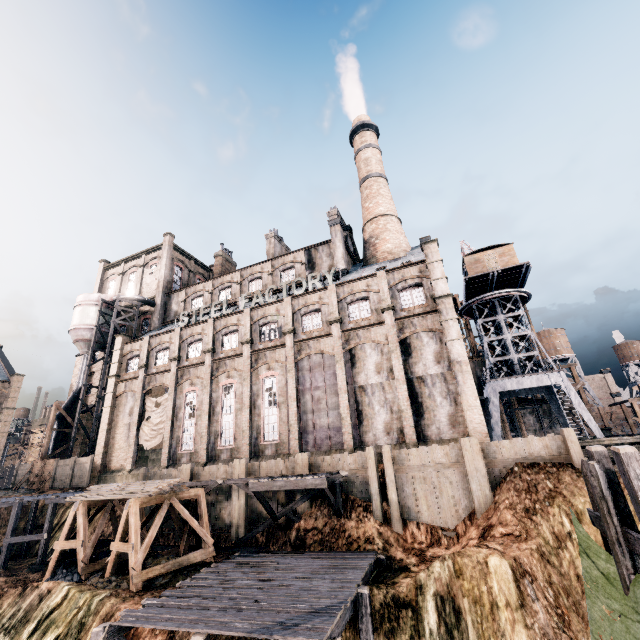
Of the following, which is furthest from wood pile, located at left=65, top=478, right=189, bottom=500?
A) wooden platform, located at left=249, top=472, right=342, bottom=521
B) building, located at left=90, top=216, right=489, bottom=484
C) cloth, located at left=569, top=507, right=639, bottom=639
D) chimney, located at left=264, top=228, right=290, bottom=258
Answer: chimney, located at left=264, top=228, right=290, bottom=258

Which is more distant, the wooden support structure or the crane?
the crane

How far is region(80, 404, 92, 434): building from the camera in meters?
40.5

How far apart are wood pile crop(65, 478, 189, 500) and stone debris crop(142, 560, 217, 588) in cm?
350

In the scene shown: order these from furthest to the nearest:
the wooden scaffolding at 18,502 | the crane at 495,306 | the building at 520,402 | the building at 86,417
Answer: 1. the building at 520,402
2. the building at 86,417
3. the crane at 495,306
4. the wooden scaffolding at 18,502

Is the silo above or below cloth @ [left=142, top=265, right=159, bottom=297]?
below

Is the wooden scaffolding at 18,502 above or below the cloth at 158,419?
below

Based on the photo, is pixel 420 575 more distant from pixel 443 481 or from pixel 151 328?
pixel 151 328
